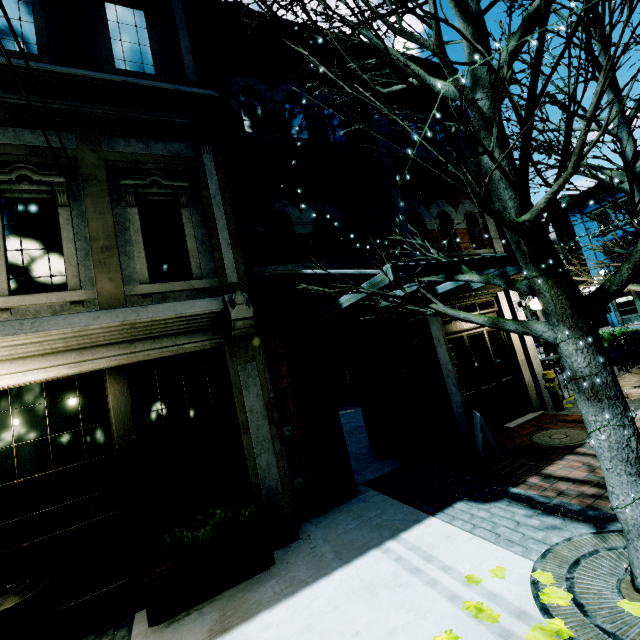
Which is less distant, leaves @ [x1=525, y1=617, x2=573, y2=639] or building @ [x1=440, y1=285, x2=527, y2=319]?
leaves @ [x1=525, y1=617, x2=573, y2=639]

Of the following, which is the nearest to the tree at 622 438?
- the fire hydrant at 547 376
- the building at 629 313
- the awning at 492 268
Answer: the awning at 492 268

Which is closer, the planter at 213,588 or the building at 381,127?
the planter at 213,588

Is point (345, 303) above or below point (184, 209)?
below

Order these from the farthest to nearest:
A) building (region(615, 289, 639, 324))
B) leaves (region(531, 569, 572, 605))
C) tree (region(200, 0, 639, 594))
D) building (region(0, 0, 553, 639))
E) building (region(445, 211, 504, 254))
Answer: building (region(615, 289, 639, 324)) < building (region(445, 211, 504, 254)) < building (region(0, 0, 553, 639)) < leaves (region(531, 569, 572, 605)) < tree (region(200, 0, 639, 594))

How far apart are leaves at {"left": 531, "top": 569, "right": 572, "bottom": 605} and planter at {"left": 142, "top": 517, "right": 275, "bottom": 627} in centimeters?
288cm

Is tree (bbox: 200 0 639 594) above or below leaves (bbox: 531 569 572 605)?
above

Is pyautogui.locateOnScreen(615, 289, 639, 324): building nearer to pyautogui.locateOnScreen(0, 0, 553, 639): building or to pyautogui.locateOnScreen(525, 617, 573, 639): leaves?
pyautogui.locateOnScreen(0, 0, 553, 639): building
